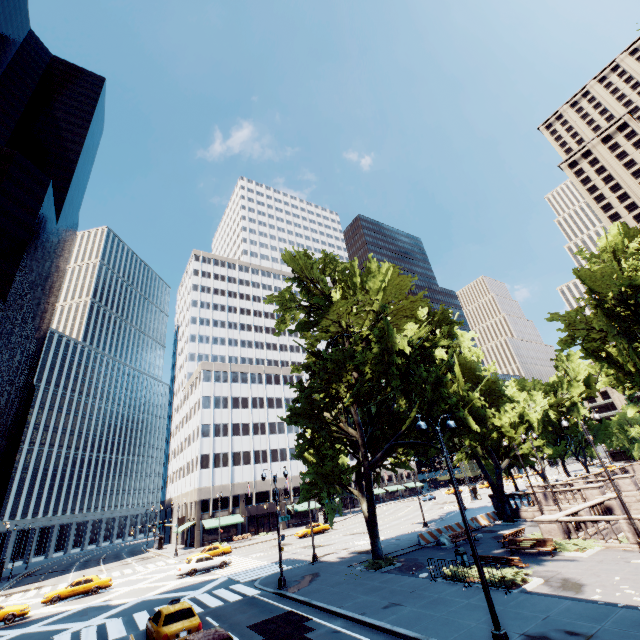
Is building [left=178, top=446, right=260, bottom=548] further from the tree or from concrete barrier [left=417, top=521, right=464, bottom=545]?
concrete barrier [left=417, top=521, right=464, bottom=545]

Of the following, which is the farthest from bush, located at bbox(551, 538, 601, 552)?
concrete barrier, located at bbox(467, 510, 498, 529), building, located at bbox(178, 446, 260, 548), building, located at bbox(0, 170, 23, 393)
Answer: building, located at bbox(0, 170, 23, 393)

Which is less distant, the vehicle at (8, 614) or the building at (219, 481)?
the vehicle at (8, 614)

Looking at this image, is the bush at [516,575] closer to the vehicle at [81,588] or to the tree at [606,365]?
the tree at [606,365]

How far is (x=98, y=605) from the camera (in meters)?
25.56

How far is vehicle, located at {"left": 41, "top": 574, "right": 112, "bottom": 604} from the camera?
28.45m

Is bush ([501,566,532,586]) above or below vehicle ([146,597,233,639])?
below

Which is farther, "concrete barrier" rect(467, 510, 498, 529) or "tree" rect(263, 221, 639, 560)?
"concrete barrier" rect(467, 510, 498, 529)
